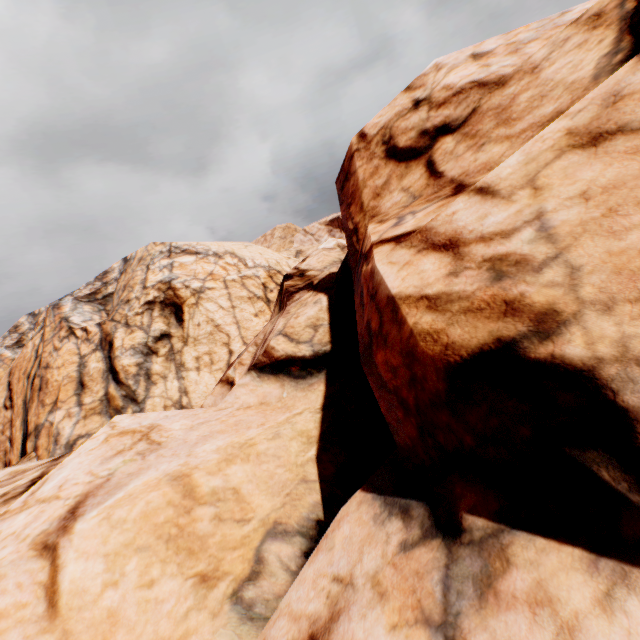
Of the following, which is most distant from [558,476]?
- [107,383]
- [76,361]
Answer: [76,361]
